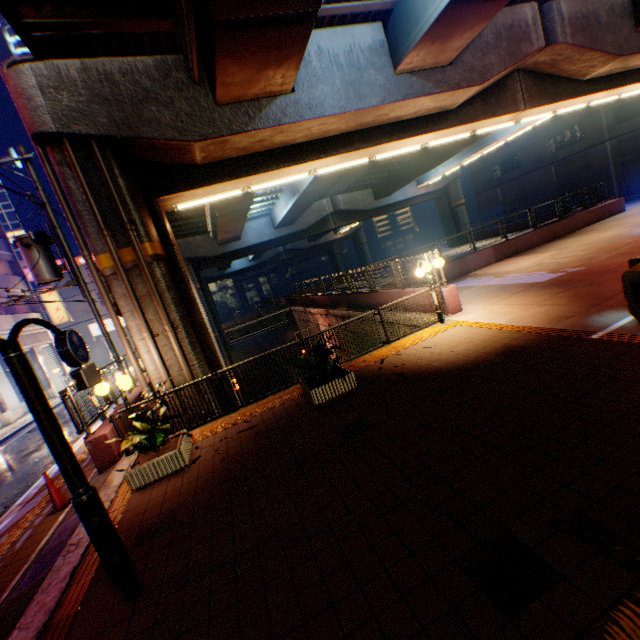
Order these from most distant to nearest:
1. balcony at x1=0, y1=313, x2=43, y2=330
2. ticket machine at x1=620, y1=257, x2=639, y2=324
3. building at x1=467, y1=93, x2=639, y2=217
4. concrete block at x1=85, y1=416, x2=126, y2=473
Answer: building at x1=467, y1=93, x2=639, y2=217 < balcony at x1=0, y1=313, x2=43, y2=330 < concrete block at x1=85, y1=416, x2=126, y2=473 < ticket machine at x1=620, y1=257, x2=639, y2=324

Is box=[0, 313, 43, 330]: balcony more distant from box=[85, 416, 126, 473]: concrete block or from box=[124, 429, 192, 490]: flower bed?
box=[124, 429, 192, 490]: flower bed

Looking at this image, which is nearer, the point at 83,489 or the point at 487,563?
the point at 487,563

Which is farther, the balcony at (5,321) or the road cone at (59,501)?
the balcony at (5,321)

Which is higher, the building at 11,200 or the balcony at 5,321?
the building at 11,200

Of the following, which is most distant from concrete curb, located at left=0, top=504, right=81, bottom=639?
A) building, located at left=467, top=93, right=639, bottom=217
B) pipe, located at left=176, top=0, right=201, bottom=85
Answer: building, located at left=467, top=93, right=639, bottom=217

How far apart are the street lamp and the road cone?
1.6m

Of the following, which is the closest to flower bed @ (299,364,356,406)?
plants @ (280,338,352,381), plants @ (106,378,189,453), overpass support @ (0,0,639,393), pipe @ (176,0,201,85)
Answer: plants @ (280,338,352,381)
